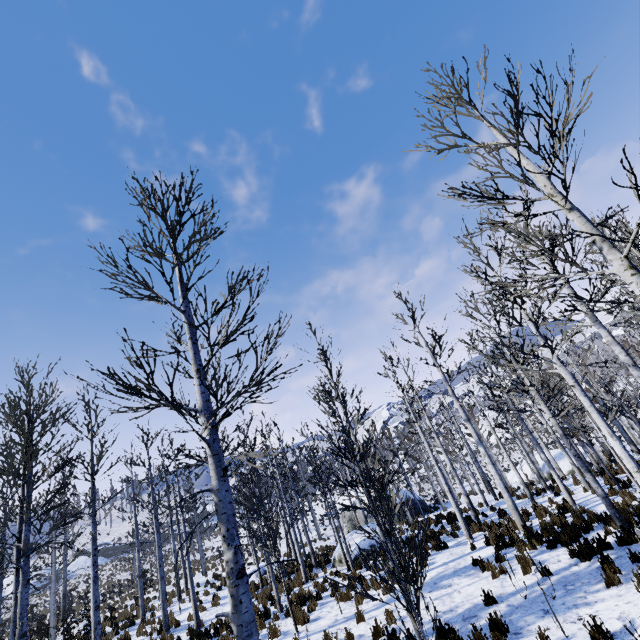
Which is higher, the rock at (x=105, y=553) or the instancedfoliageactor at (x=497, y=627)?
the rock at (x=105, y=553)

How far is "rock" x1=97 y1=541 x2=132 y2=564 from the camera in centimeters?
5297cm

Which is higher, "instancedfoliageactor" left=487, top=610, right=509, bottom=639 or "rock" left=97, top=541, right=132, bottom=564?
"rock" left=97, top=541, right=132, bottom=564

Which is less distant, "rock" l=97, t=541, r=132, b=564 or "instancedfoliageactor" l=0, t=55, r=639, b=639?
"instancedfoliageactor" l=0, t=55, r=639, b=639

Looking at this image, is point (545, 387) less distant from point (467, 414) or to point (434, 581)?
point (434, 581)

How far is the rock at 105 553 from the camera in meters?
53.0

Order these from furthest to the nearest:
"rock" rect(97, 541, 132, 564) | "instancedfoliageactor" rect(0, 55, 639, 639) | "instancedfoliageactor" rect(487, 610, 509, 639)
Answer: "rock" rect(97, 541, 132, 564) < "instancedfoliageactor" rect(487, 610, 509, 639) < "instancedfoliageactor" rect(0, 55, 639, 639)
